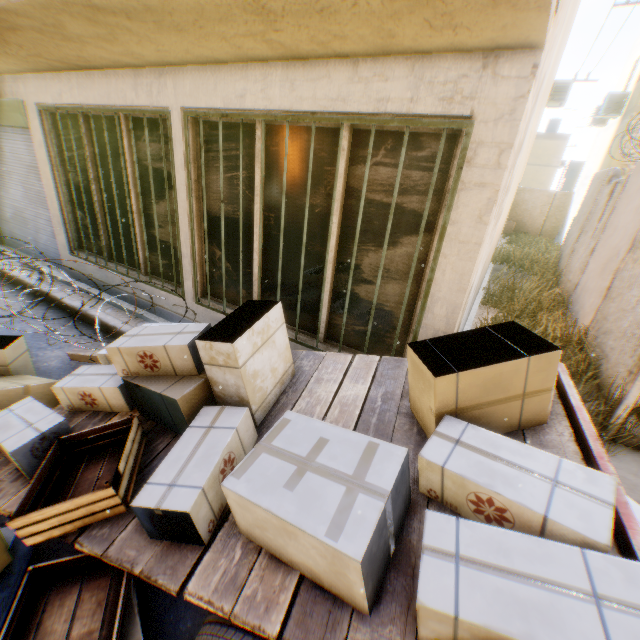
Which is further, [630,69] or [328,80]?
[630,69]

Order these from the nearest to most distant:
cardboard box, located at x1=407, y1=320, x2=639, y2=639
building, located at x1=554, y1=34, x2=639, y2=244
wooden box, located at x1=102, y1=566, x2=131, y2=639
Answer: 1. cardboard box, located at x1=407, y1=320, x2=639, y2=639
2. wooden box, located at x1=102, y1=566, x2=131, y2=639
3. building, located at x1=554, y1=34, x2=639, y2=244

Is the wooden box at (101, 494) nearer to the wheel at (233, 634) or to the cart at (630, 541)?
the cart at (630, 541)

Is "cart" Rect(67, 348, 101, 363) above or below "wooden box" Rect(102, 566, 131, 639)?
below

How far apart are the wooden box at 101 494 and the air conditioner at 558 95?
19.2m

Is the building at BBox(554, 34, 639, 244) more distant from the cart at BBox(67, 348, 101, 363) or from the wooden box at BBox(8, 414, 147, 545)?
the wooden box at BBox(8, 414, 147, 545)

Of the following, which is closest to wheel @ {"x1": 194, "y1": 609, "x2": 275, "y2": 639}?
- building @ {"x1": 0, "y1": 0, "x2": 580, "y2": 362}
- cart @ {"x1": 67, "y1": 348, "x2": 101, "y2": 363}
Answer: cart @ {"x1": 67, "y1": 348, "x2": 101, "y2": 363}

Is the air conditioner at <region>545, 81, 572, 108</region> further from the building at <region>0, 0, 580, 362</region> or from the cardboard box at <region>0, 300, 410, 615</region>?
the cardboard box at <region>0, 300, 410, 615</region>
